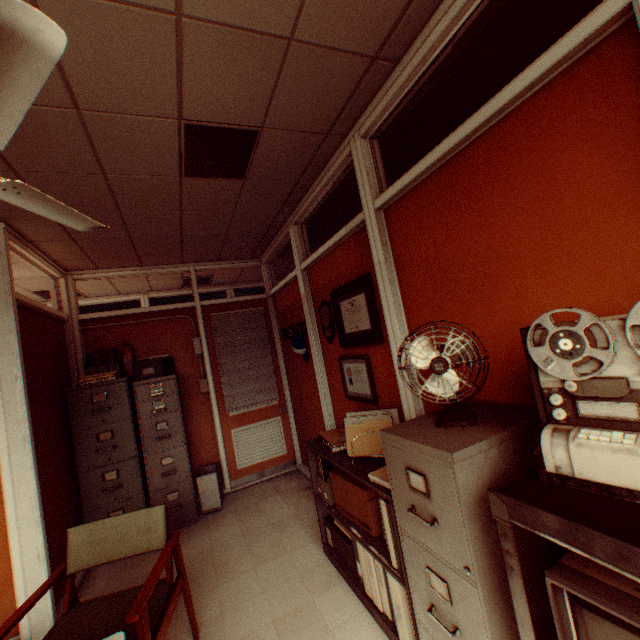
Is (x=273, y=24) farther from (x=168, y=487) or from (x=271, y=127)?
(x=168, y=487)

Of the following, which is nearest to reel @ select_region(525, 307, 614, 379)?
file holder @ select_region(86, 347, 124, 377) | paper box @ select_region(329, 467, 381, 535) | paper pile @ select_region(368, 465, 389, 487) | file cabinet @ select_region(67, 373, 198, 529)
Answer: paper pile @ select_region(368, 465, 389, 487)

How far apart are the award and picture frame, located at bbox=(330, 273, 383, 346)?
0.1 meters

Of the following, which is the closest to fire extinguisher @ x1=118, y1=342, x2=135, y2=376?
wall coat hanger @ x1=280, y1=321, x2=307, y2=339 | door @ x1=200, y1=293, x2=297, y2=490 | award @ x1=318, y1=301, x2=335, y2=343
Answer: door @ x1=200, y1=293, x2=297, y2=490

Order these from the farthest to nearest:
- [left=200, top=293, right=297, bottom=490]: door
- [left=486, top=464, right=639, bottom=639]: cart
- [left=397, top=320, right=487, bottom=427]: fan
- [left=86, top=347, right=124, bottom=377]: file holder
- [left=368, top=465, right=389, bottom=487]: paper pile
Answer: [left=200, top=293, right=297, bottom=490]: door, [left=86, top=347, right=124, bottom=377]: file holder, [left=368, top=465, right=389, bottom=487]: paper pile, [left=397, top=320, right=487, bottom=427]: fan, [left=486, top=464, right=639, bottom=639]: cart

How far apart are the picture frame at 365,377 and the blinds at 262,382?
2.2m

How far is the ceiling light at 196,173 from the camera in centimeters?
220cm

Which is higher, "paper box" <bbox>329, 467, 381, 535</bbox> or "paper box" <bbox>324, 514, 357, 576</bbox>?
"paper box" <bbox>329, 467, 381, 535</bbox>
